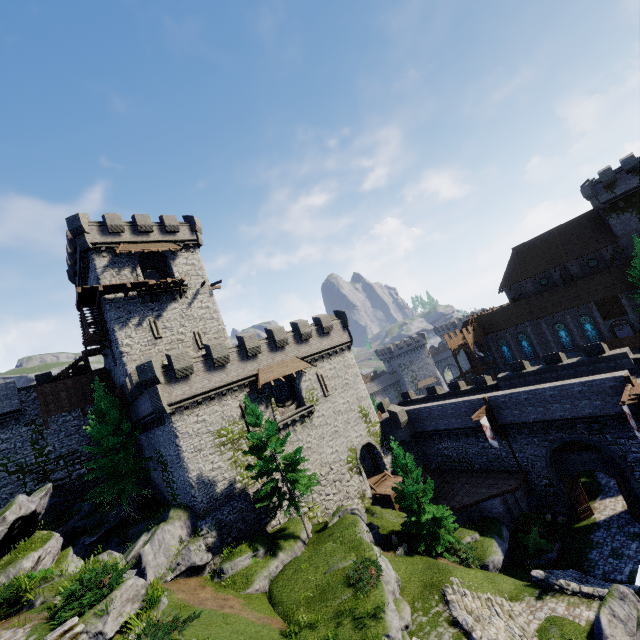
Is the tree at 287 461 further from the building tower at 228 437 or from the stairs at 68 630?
Result: the stairs at 68 630

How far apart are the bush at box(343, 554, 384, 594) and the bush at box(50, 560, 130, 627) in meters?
10.8 m

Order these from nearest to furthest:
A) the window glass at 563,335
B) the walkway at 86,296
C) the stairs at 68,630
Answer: the stairs at 68,630 → the walkway at 86,296 → the window glass at 563,335

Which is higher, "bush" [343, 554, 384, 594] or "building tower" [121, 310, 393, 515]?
"building tower" [121, 310, 393, 515]

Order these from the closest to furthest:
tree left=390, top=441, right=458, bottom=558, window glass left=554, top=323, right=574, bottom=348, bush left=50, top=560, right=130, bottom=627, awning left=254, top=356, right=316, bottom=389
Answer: bush left=50, top=560, right=130, bottom=627 < tree left=390, top=441, right=458, bottom=558 < awning left=254, top=356, right=316, bottom=389 < window glass left=554, top=323, right=574, bottom=348

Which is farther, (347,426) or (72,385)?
(347,426)

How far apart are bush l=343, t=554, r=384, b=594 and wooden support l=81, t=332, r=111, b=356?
27.1m

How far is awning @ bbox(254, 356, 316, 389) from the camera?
27.1m
